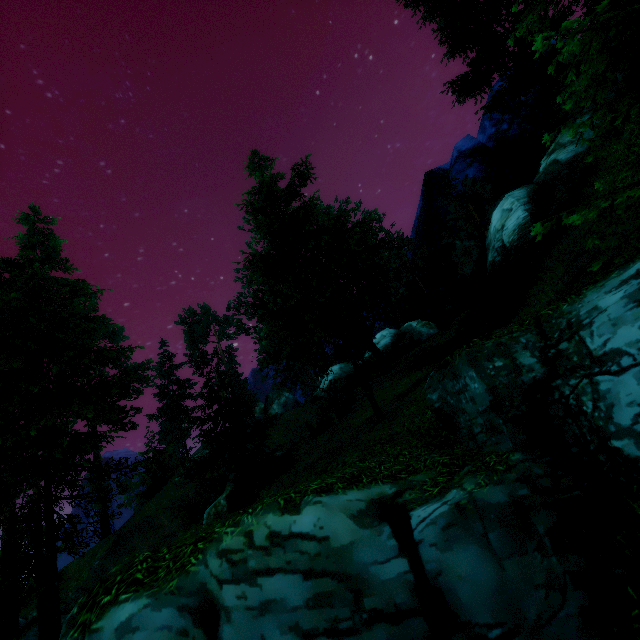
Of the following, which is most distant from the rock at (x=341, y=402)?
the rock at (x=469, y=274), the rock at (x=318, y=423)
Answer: the rock at (x=469, y=274)

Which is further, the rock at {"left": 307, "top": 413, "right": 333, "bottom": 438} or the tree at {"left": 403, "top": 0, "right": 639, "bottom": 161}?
the rock at {"left": 307, "top": 413, "right": 333, "bottom": 438}

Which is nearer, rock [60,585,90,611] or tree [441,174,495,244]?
rock [60,585,90,611]

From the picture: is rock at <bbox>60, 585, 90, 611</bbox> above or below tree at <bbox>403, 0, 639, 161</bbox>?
below

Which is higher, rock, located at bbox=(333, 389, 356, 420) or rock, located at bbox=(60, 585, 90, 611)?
rock, located at bbox=(333, 389, 356, 420)

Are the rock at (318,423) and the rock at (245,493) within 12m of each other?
yes

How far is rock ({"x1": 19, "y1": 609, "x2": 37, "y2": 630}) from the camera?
26.70m

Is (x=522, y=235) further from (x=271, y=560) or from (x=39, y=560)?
(x=39, y=560)
